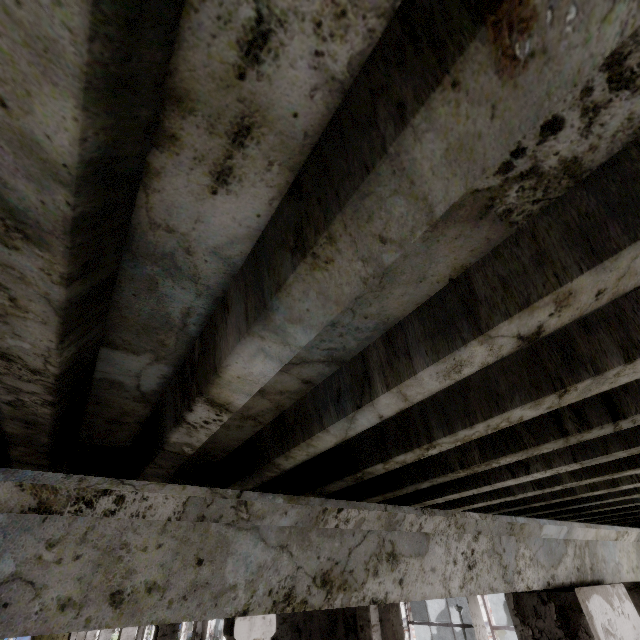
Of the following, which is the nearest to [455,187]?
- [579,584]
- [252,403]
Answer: [252,403]
